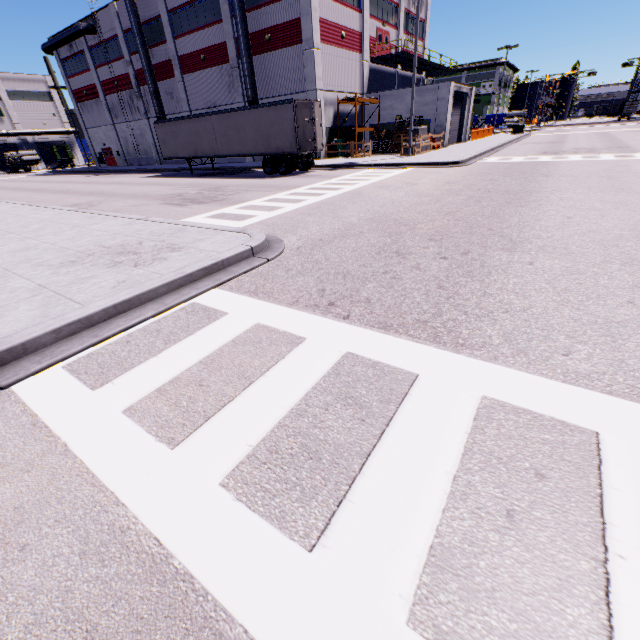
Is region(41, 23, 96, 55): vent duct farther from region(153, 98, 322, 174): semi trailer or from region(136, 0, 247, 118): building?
region(153, 98, 322, 174): semi trailer

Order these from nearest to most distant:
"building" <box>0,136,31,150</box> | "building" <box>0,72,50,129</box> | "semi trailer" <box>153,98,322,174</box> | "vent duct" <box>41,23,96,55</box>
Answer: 1. "semi trailer" <box>153,98,322,174</box>
2. "vent duct" <box>41,23,96,55</box>
3. "building" <box>0,72,50,129</box>
4. "building" <box>0,136,31,150</box>

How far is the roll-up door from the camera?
30.06m

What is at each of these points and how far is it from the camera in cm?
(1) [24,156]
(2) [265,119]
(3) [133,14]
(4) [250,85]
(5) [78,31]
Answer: (1) concrete pipe stack, 5150
(2) semi trailer, 1991
(3) vent duct, 2975
(4) vent duct, 2623
(5) vent duct, 3547

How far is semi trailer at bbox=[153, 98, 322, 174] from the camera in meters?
19.4

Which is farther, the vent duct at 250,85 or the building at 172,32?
the building at 172,32

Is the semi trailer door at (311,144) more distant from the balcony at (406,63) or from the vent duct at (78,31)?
the balcony at (406,63)

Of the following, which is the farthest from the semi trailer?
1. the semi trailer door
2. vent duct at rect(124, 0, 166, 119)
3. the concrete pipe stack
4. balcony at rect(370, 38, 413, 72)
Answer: the concrete pipe stack
